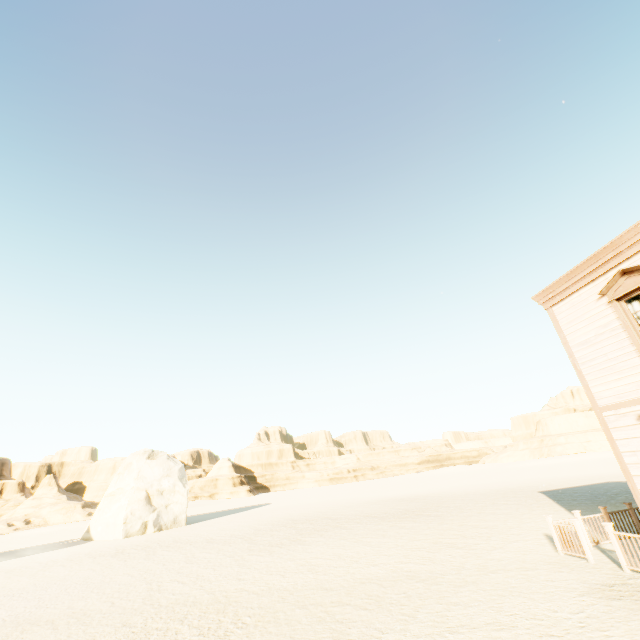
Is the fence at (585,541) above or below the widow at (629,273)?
below

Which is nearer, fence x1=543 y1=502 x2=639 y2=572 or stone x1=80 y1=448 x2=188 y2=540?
fence x1=543 y1=502 x2=639 y2=572

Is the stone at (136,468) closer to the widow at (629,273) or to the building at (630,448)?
the building at (630,448)

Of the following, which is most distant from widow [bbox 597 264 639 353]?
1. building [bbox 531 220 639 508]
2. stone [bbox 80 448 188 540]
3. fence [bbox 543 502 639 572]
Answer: stone [bbox 80 448 188 540]

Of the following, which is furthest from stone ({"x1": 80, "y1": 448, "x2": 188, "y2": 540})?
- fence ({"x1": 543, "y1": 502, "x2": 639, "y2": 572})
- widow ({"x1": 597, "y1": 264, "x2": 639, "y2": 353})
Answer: widow ({"x1": 597, "y1": 264, "x2": 639, "y2": 353})

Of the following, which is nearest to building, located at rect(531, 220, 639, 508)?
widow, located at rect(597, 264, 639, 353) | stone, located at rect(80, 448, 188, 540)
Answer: widow, located at rect(597, 264, 639, 353)

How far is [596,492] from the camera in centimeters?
2056cm

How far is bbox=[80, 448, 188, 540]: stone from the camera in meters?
26.9 m
